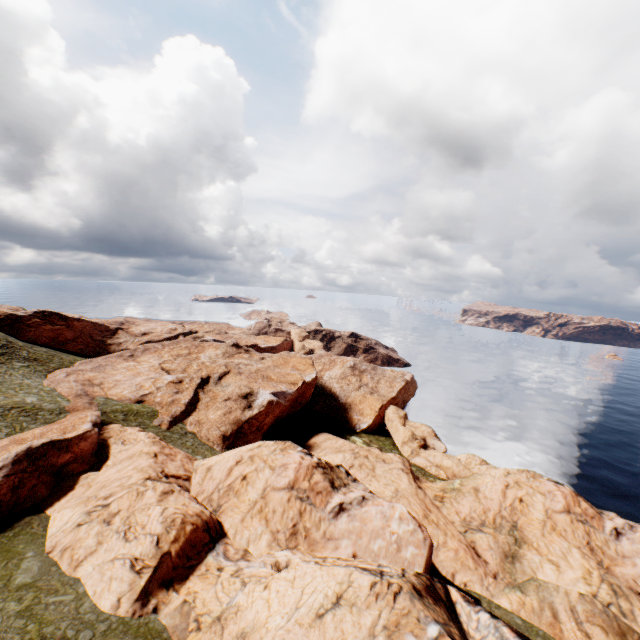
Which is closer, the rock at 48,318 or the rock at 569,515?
the rock at 569,515

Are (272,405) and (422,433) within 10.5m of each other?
no

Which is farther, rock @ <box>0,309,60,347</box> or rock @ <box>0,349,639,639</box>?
rock @ <box>0,309,60,347</box>
